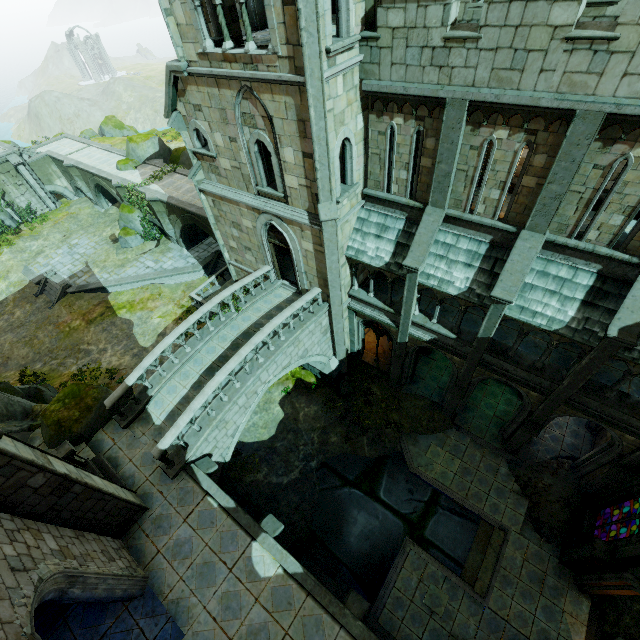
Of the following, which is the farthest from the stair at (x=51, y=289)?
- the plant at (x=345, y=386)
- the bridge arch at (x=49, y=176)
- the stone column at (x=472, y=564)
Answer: the stone column at (x=472, y=564)

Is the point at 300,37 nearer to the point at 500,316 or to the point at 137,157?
the point at 500,316

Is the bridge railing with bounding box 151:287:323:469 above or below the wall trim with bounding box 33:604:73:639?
above

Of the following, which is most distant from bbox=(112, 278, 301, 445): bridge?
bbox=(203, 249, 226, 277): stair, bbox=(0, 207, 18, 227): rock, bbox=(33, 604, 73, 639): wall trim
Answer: bbox=(0, 207, 18, 227): rock

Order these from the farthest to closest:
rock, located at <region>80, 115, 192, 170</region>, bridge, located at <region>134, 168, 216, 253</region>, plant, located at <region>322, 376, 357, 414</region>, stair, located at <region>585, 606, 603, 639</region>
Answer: rock, located at <region>80, 115, 192, 170</region>
bridge, located at <region>134, 168, 216, 253</region>
plant, located at <region>322, 376, 357, 414</region>
stair, located at <region>585, 606, 603, 639</region>

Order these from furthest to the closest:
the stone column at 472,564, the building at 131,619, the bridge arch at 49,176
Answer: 1. the bridge arch at 49,176
2. the stone column at 472,564
3. the building at 131,619

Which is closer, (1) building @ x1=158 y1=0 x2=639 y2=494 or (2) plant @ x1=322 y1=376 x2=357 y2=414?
(1) building @ x1=158 y1=0 x2=639 y2=494

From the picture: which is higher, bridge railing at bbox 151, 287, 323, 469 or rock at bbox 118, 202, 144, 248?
bridge railing at bbox 151, 287, 323, 469
